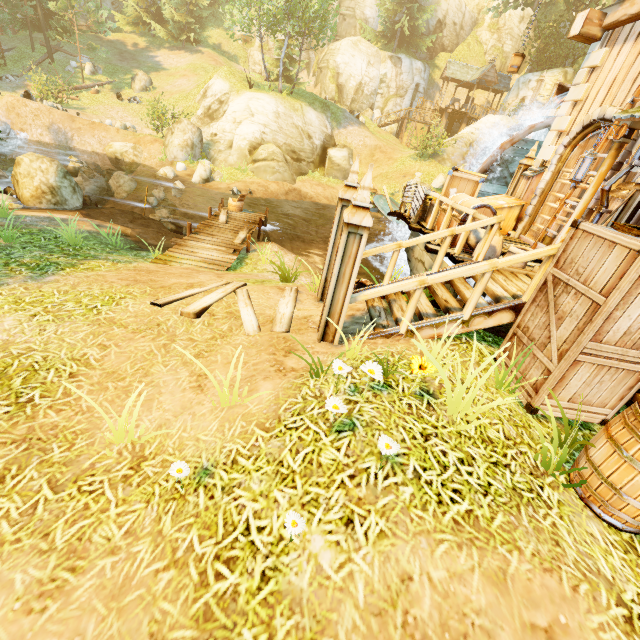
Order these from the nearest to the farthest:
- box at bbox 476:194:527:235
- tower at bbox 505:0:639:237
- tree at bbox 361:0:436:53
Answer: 1. tower at bbox 505:0:639:237
2. box at bbox 476:194:527:235
3. tree at bbox 361:0:436:53

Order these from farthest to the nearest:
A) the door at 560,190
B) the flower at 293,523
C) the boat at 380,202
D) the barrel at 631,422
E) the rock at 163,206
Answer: the boat at 380,202 → the rock at 163,206 → the door at 560,190 → the barrel at 631,422 → the flower at 293,523

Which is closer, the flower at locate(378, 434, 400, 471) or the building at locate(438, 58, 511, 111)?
the flower at locate(378, 434, 400, 471)

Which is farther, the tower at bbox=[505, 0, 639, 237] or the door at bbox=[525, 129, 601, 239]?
the door at bbox=[525, 129, 601, 239]

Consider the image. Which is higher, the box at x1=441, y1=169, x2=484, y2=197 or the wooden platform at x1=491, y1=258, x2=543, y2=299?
the box at x1=441, y1=169, x2=484, y2=197

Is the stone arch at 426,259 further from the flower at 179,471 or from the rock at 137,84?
the rock at 137,84

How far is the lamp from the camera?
5.1 meters

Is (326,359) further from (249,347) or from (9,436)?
(9,436)
